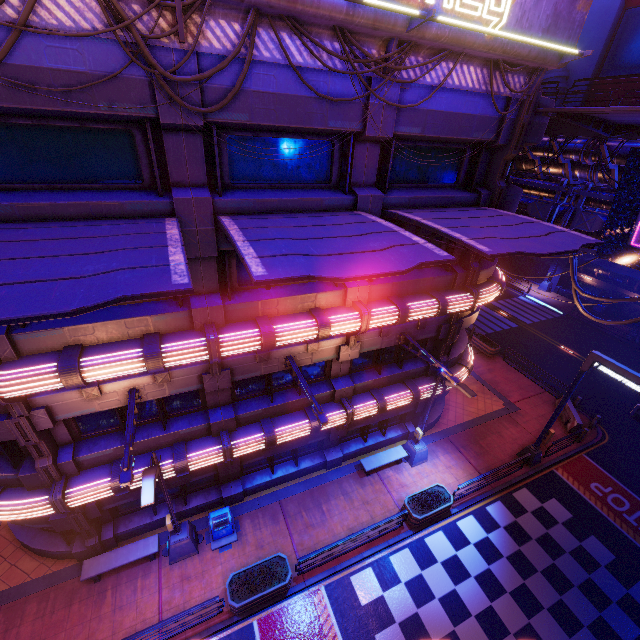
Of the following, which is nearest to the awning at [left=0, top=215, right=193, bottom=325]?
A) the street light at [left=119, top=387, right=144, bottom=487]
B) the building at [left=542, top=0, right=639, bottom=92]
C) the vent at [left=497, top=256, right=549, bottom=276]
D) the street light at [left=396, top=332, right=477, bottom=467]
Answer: the street light at [left=119, top=387, right=144, bottom=487]

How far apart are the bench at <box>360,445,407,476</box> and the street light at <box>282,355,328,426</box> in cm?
725

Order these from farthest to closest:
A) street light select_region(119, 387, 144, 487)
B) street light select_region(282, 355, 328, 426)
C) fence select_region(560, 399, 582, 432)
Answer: fence select_region(560, 399, 582, 432)
street light select_region(282, 355, 328, 426)
street light select_region(119, 387, 144, 487)

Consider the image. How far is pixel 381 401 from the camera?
13.9m

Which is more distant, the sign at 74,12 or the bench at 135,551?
the bench at 135,551

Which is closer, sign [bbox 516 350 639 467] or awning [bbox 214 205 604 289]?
awning [bbox 214 205 604 289]

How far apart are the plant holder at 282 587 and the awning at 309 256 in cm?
1149

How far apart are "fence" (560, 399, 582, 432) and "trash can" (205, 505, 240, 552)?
19.2m
